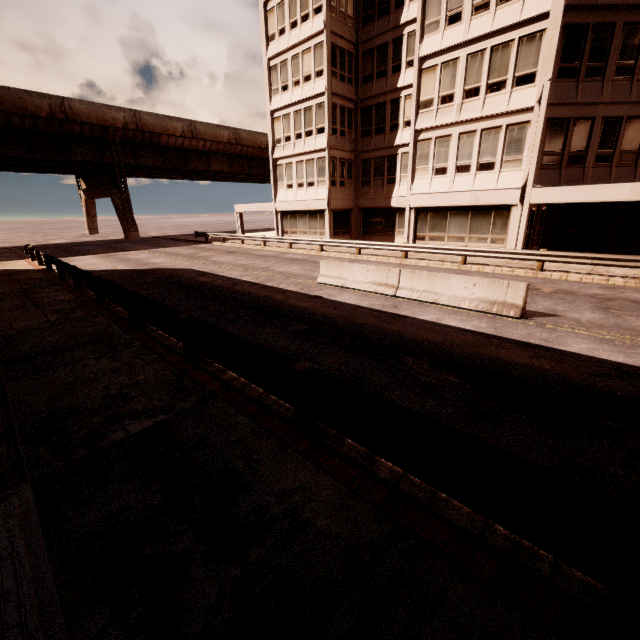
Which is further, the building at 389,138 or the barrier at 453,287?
the building at 389,138

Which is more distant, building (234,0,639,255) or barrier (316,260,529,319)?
building (234,0,639,255)

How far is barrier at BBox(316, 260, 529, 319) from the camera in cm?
933

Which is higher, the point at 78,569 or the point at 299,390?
the point at 299,390

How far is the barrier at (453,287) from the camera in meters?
9.3

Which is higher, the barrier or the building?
the building
